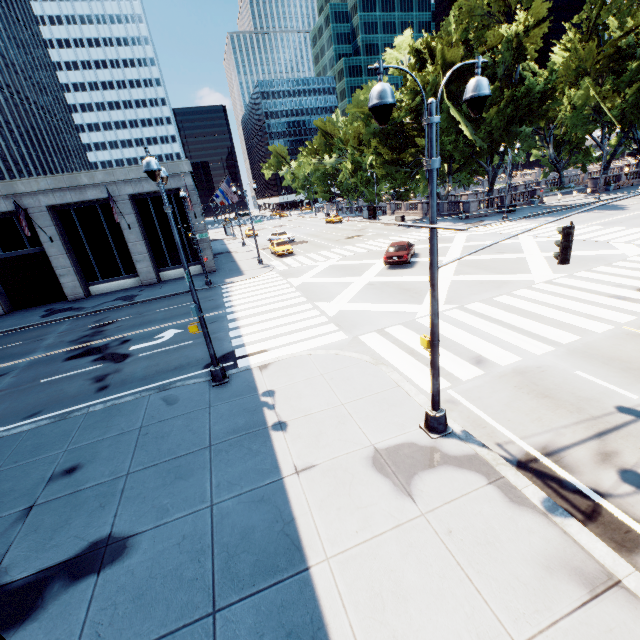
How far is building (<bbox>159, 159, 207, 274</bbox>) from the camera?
27.35m

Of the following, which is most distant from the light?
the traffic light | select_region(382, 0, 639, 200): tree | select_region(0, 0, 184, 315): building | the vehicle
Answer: select_region(382, 0, 639, 200): tree

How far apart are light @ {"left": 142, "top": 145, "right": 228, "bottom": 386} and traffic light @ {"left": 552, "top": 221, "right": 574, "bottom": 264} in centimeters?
955cm

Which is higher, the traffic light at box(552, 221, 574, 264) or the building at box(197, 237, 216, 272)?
the traffic light at box(552, 221, 574, 264)

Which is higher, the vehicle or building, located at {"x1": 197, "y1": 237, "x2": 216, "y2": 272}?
building, located at {"x1": 197, "y1": 237, "x2": 216, "y2": 272}

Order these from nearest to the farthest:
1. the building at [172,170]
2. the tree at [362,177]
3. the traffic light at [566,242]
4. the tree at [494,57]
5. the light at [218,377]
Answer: the traffic light at [566,242] → the light at [218,377] → the building at [172,170] → the tree at [494,57] → the tree at [362,177]

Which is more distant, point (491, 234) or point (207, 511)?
point (491, 234)

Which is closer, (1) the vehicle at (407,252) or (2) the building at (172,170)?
(1) the vehicle at (407,252)
